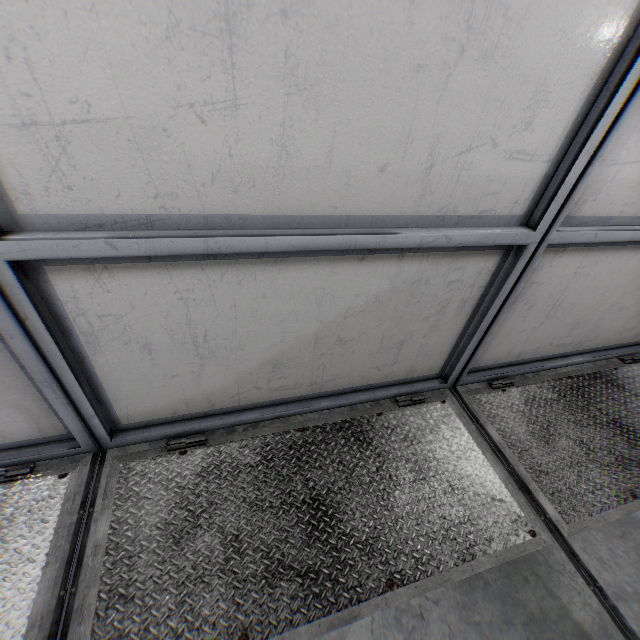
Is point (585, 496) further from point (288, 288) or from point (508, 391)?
point (288, 288)
